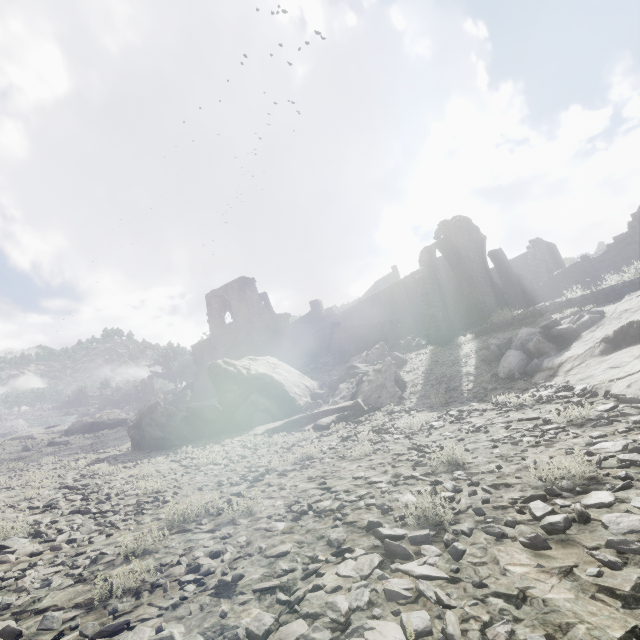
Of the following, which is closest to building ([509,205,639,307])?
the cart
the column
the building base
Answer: the column

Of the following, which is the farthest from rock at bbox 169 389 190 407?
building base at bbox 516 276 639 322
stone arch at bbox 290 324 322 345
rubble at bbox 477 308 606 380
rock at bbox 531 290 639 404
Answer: rock at bbox 531 290 639 404

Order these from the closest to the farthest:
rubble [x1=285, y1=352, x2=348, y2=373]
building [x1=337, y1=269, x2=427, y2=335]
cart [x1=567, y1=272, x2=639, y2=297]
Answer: cart [x1=567, y1=272, x2=639, y2=297], rubble [x1=285, y1=352, x2=348, y2=373], building [x1=337, y1=269, x2=427, y2=335]

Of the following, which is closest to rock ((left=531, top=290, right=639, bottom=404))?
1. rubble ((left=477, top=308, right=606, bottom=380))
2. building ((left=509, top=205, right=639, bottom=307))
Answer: rubble ((left=477, top=308, right=606, bottom=380))

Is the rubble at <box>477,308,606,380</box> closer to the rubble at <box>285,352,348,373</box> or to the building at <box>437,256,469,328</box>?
the rubble at <box>285,352,348,373</box>

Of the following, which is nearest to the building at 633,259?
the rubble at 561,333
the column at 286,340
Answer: the column at 286,340

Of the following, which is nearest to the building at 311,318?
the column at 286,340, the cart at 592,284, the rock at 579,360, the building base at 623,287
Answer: the column at 286,340

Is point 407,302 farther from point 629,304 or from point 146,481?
point 146,481
